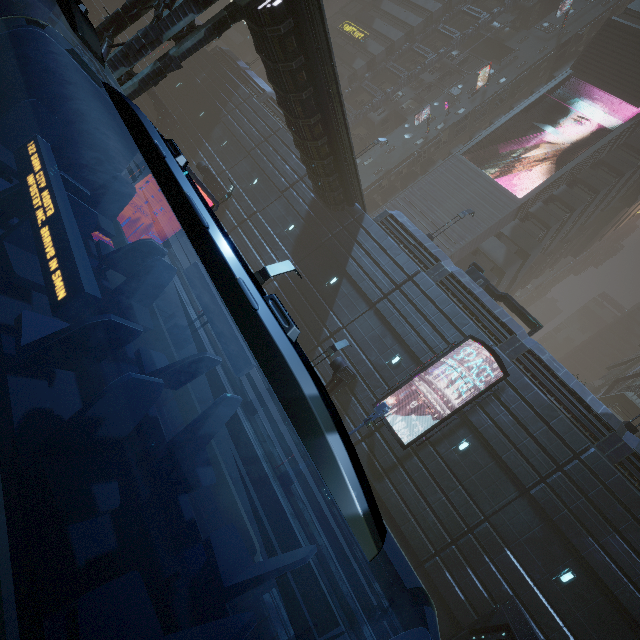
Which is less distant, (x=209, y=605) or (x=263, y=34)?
(x=209, y=605)

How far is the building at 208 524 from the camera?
7.8 meters

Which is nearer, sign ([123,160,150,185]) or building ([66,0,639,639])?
sign ([123,160,150,185])

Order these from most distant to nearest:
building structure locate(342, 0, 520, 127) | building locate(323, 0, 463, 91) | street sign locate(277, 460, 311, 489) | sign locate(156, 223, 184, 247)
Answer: building locate(323, 0, 463, 91)
building structure locate(342, 0, 520, 127)
street sign locate(277, 460, 311, 489)
sign locate(156, 223, 184, 247)

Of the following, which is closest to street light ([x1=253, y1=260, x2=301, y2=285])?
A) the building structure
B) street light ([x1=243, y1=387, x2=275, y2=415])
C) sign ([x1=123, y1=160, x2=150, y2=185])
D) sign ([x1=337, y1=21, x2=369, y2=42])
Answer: sign ([x1=123, y1=160, x2=150, y2=185])

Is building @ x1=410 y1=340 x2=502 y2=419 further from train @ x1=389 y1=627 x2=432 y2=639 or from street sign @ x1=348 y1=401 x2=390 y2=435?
street sign @ x1=348 y1=401 x2=390 y2=435

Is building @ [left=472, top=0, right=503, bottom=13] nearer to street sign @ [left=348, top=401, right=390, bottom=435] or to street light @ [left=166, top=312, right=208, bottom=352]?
street light @ [left=166, top=312, right=208, bottom=352]

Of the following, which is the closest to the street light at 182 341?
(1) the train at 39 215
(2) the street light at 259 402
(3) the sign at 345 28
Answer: (1) the train at 39 215
